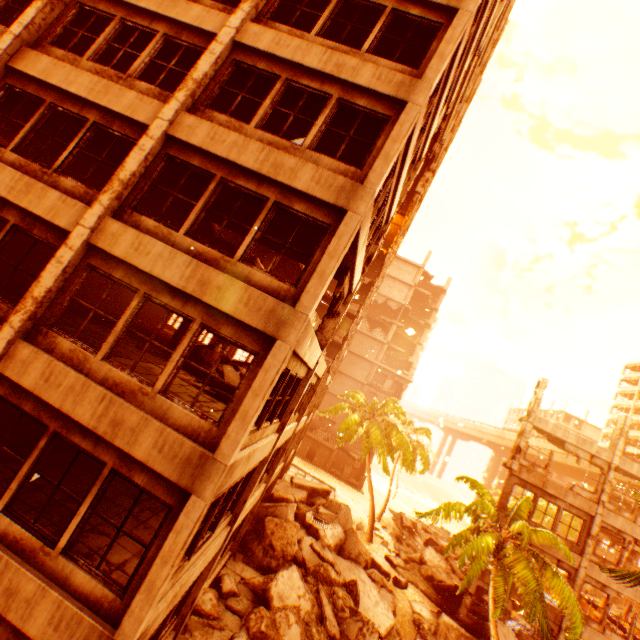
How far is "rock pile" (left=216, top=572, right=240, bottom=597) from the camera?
11.8 meters

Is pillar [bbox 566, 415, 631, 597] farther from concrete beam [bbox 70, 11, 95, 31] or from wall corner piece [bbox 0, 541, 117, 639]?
concrete beam [bbox 70, 11, 95, 31]

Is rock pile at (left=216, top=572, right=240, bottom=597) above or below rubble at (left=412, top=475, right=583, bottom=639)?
below

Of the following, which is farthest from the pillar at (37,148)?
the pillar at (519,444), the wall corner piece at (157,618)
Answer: the pillar at (519,444)

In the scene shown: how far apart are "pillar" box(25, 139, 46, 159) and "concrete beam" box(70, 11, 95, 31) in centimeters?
499cm

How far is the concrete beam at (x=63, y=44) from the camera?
8.8 meters

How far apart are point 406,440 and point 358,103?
24.95m
